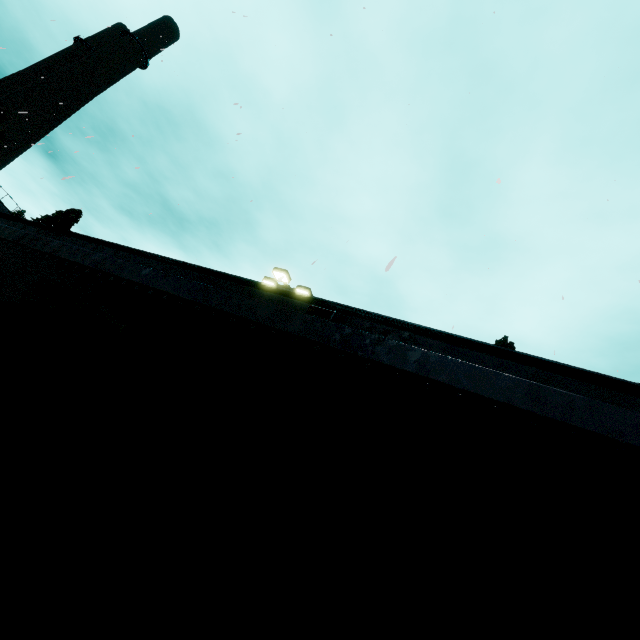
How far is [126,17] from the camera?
15.6 meters

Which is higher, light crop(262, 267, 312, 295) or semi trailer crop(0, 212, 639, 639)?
light crop(262, 267, 312, 295)

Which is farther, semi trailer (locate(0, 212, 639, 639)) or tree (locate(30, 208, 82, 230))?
tree (locate(30, 208, 82, 230))

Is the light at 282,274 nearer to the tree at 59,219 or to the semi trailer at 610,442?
the semi trailer at 610,442

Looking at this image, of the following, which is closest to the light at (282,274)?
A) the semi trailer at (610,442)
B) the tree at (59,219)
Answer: the semi trailer at (610,442)

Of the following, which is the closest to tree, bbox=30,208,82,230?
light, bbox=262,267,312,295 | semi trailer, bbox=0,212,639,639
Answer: light, bbox=262,267,312,295

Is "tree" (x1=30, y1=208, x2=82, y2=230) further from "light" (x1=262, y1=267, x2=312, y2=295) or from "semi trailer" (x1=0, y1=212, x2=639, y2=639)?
"semi trailer" (x1=0, y1=212, x2=639, y2=639)
